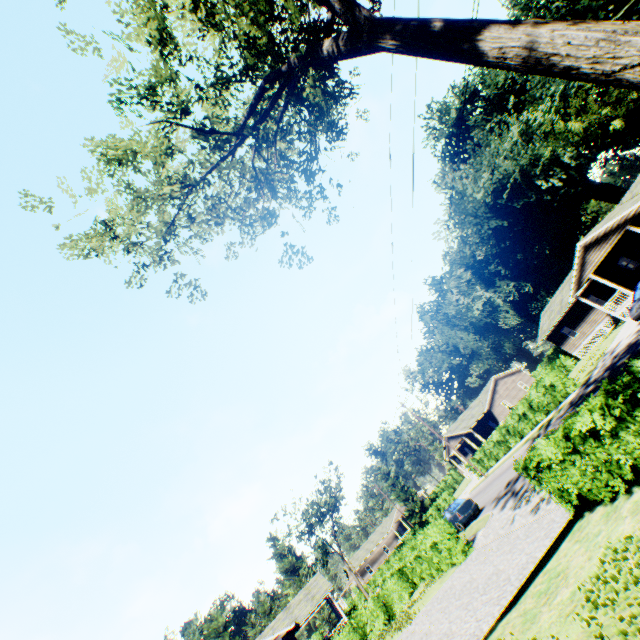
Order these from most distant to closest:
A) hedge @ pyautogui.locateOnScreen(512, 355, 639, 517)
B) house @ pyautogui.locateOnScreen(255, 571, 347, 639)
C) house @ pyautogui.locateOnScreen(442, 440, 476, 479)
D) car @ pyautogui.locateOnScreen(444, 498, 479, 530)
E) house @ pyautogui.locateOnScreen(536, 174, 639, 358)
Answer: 1. house @ pyautogui.locateOnScreen(442, 440, 476, 479)
2. house @ pyautogui.locateOnScreen(536, 174, 639, 358)
3. house @ pyautogui.locateOnScreen(255, 571, 347, 639)
4. car @ pyautogui.locateOnScreen(444, 498, 479, 530)
5. hedge @ pyautogui.locateOnScreen(512, 355, 639, 517)

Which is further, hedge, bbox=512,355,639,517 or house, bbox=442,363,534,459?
house, bbox=442,363,534,459

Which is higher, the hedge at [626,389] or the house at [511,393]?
the house at [511,393]

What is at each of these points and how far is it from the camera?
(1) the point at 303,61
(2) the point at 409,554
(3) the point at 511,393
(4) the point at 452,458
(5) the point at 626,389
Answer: (1) tree, 8.3 meters
(2) hedge, 20.7 meters
(3) house, 48.3 meters
(4) house, 59.4 meters
(5) hedge, 6.6 meters

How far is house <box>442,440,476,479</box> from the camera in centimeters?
4906cm

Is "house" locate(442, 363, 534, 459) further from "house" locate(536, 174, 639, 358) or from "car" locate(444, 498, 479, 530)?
"car" locate(444, 498, 479, 530)

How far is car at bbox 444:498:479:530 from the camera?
22.4 meters

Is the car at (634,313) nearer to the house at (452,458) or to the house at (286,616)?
the house at (452,458)
